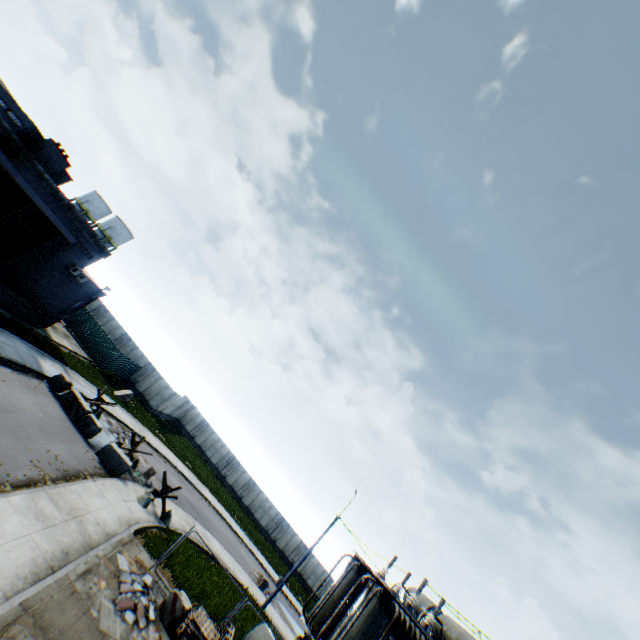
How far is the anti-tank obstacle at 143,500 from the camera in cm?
1747

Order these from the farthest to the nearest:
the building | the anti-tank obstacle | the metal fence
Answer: the metal fence → the building → the anti-tank obstacle

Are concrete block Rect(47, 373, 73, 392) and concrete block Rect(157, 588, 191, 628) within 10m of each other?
no

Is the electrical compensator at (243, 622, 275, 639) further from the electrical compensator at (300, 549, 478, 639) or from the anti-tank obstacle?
the anti-tank obstacle

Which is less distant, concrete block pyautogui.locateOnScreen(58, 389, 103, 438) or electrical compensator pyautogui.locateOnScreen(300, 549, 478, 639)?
electrical compensator pyautogui.locateOnScreen(300, 549, 478, 639)

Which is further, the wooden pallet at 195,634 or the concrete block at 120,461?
the concrete block at 120,461

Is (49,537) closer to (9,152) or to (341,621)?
(341,621)

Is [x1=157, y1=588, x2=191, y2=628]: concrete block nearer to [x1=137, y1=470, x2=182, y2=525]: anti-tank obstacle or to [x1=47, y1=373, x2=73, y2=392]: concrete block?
[x1=137, y1=470, x2=182, y2=525]: anti-tank obstacle
